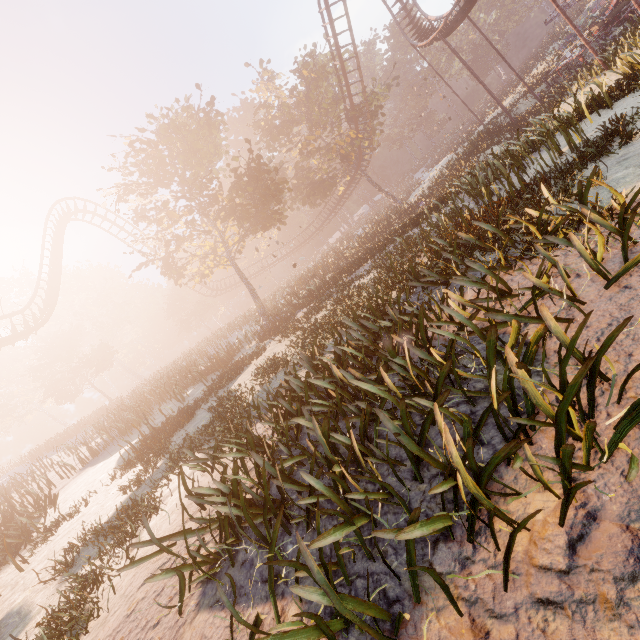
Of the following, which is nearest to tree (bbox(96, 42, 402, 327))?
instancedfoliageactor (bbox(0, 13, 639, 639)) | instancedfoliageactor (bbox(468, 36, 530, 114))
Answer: instancedfoliageactor (bbox(468, 36, 530, 114))

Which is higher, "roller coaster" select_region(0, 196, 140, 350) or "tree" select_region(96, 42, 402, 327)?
"roller coaster" select_region(0, 196, 140, 350)

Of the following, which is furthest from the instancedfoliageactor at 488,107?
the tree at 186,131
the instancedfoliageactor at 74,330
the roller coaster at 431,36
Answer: the instancedfoliageactor at 74,330

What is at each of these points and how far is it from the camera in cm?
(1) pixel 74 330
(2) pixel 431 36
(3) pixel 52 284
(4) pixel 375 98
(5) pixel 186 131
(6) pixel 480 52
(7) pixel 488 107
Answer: (1) instancedfoliageactor, 4191
(2) roller coaster, 2561
(3) roller coaster, 2542
(4) tree, 3106
(5) tree, 1888
(6) instancedfoliageactor, 5759
(7) instancedfoliageactor, 4925

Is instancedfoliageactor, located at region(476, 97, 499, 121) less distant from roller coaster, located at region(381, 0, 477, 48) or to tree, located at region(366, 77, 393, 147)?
tree, located at region(366, 77, 393, 147)

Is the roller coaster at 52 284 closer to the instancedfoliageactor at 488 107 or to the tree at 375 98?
the tree at 375 98

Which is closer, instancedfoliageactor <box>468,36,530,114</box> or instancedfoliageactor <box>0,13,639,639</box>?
instancedfoliageactor <box>0,13,639,639</box>

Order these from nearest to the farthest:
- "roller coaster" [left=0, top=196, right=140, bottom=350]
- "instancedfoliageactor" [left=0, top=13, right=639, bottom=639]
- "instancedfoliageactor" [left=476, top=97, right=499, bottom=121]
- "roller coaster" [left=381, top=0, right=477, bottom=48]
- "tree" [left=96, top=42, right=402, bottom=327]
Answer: "instancedfoliageactor" [left=0, top=13, right=639, bottom=639] → "tree" [left=96, top=42, right=402, bottom=327] → "roller coaster" [left=0, top=196, right=140, bottom=350] → "roller coaster" [left=381, top=0, right=477, bottom=48] → "instancedfoliageactor" [left=476, top=97, right=499, bottom=121]
